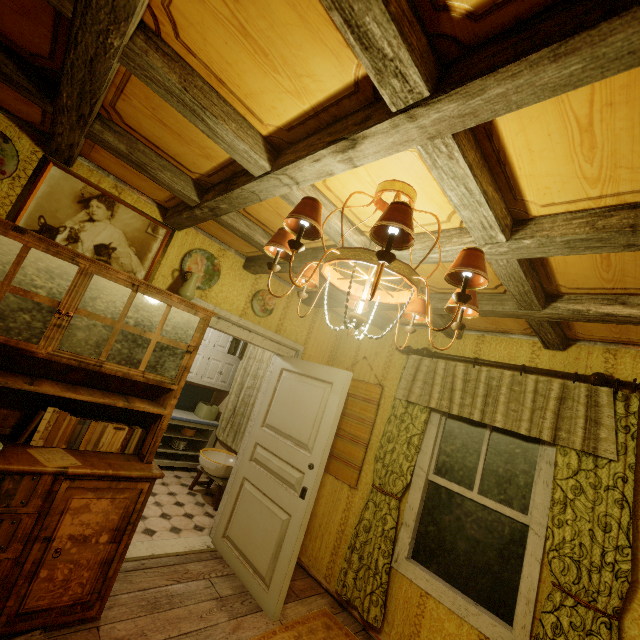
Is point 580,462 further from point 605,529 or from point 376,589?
point 376,589

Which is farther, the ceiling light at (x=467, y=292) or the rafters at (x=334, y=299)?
the rafters at (x=334, y=299)

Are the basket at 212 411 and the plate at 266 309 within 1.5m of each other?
no

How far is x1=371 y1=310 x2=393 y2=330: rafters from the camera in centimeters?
367cm

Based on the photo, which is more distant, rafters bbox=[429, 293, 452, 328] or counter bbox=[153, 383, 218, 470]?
counter bbox=[153, 383, 218, 470]

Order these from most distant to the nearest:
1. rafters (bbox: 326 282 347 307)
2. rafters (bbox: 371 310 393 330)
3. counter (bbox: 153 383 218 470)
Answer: counter (bbox: 153 383 218 470)
rafters (bbox: 371 310 393 330)
rafters (bbox: 326 282 347 307)

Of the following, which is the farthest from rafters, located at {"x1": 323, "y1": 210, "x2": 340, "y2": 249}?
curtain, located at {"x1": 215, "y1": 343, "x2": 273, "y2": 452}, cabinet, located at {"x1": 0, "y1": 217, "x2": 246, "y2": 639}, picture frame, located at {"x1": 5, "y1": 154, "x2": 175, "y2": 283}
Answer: curtain, located at {"x1": 215, "y1": 343, "x2": 273, "y2": 452}

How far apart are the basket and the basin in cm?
73
